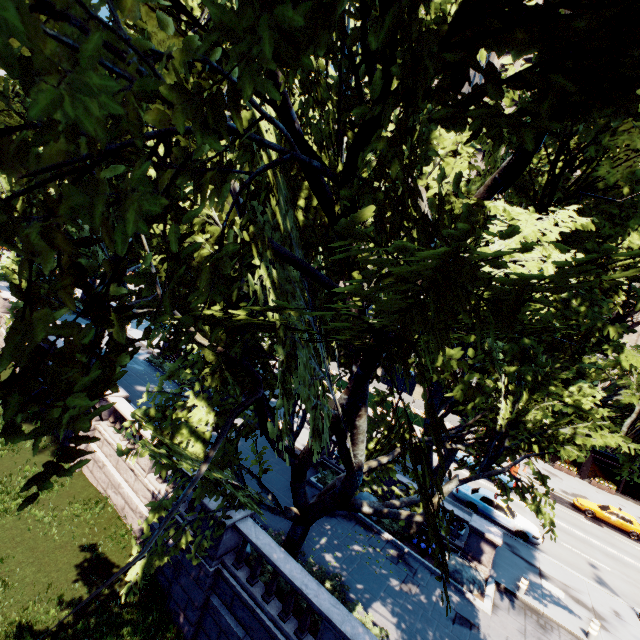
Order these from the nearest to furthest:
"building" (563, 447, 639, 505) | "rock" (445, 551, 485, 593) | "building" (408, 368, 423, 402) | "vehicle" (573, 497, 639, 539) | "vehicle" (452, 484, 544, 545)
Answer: "rock" (445, 551, 485, 593)
"vehicle" (452, 484, 544, 545)
"vehicle" (573, 497, 639, 539)
"building" (563, 447, 639, 505)
"building" (408, 368, 423, 402)

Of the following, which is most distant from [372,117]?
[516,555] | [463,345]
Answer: [516,555]

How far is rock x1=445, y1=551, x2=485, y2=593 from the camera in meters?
14.2 m

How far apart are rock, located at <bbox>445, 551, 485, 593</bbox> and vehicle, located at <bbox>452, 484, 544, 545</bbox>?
6.74m

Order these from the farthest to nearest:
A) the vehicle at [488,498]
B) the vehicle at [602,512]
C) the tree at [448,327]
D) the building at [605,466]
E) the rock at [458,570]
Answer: the building at [605,466]
the vehicle at [602,512]
the vehicle at [488,498]
the rock at [458,570]
the tree at [448,327]

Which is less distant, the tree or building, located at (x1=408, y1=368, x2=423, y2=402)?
the tree

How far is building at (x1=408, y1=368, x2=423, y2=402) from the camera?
50.0 meters

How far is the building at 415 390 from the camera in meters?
50.0 m
